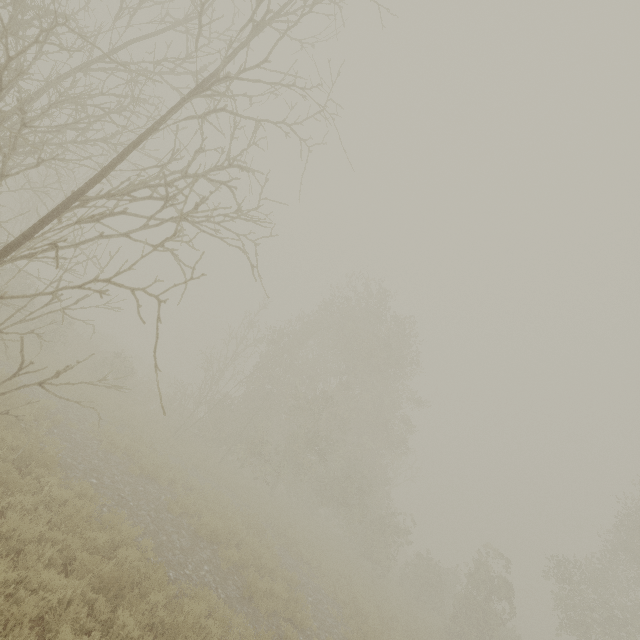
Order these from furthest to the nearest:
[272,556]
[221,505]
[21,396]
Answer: [221,505]
[272,556]
[21,396]
